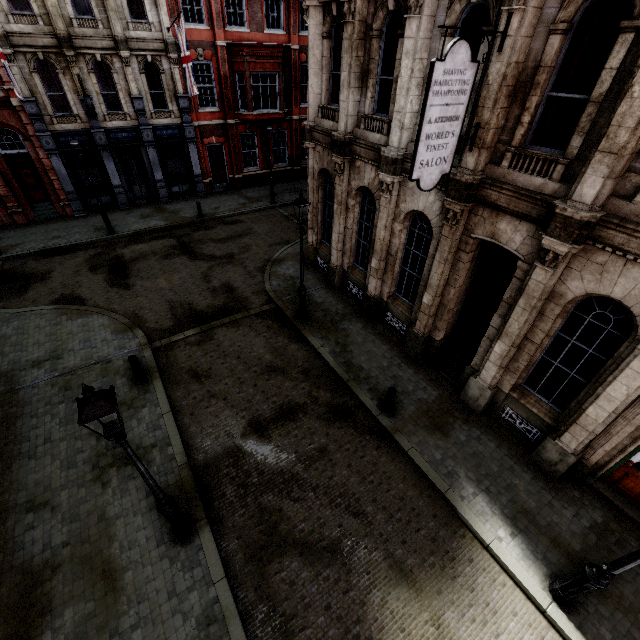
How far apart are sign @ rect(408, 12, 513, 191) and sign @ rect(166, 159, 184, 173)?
20.1m

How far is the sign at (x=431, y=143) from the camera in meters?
5.6

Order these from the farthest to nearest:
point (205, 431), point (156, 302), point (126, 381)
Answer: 1. point (156, 302)
2. point (126, 381)
3. point (205, 431)

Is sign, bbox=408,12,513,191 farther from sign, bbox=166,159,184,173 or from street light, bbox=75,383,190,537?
sign, bbox=166,159,184,173

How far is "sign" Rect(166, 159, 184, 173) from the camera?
21.3 meters

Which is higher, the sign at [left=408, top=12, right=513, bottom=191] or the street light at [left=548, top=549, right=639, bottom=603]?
the sign at [left=408, top=12, right=513, bottom=191]

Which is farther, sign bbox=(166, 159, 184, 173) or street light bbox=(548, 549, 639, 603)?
sign bbox=(166, 159, 184, 173)

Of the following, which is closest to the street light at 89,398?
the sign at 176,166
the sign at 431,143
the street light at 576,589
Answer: the sign at 431,143
